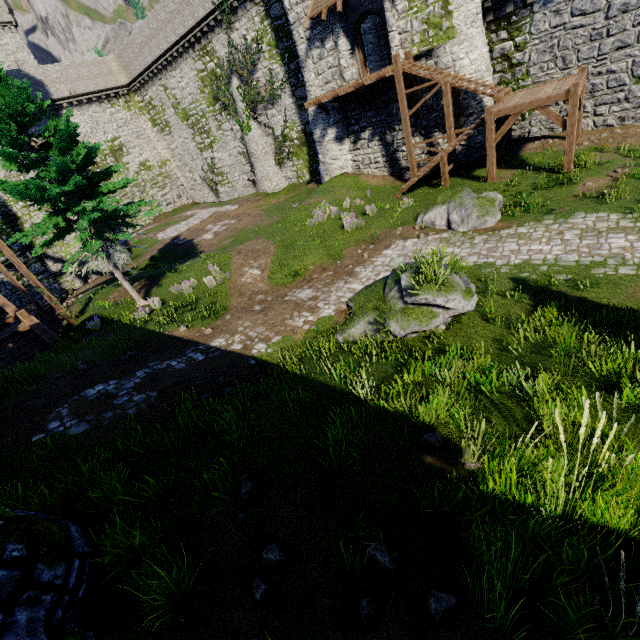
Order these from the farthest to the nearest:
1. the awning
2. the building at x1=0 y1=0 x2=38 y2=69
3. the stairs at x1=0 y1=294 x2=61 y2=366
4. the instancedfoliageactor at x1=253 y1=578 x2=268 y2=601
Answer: the building at x1=0 y1=0 x2=38 y2=69 → the awning → the stairs at x1=0 y1=294 x2=61 y2=366 → the instancedfoliageactor at x1=253 y1=578 x2=268 y2=601

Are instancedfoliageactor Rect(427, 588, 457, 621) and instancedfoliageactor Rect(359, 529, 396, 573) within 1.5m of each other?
yes

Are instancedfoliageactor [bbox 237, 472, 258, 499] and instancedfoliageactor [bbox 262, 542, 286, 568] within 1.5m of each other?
yes

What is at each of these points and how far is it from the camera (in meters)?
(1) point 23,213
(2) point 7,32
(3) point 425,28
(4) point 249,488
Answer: (1) building tower, 23.81
(2) building, 51.56
(3) building, 16.56
(4) instancedfoliageactor, 5.04

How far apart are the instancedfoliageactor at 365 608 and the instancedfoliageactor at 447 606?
0.6m

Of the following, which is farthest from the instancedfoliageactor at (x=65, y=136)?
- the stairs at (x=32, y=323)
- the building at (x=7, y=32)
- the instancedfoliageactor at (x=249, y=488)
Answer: the building at (x=7, y=32)

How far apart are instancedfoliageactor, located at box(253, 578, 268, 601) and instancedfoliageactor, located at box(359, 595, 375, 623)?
1.14m

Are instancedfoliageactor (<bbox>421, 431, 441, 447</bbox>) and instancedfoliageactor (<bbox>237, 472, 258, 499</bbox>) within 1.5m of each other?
no
